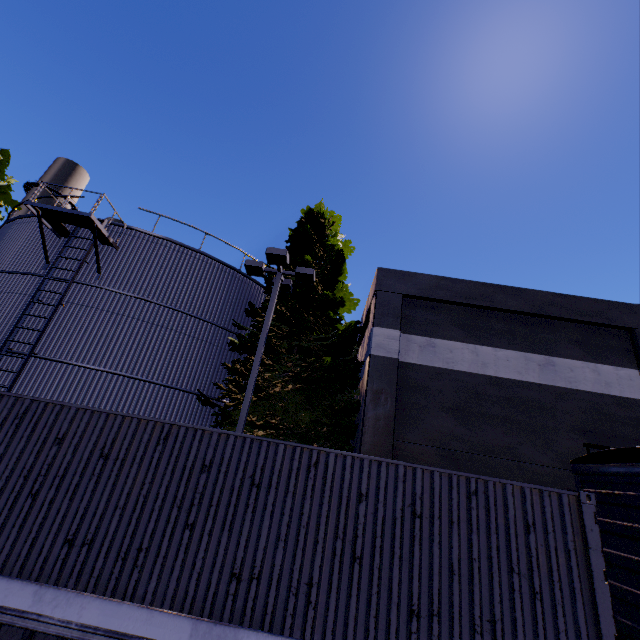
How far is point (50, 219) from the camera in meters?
12.4 m

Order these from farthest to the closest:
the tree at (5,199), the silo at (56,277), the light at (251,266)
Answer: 1. the tree at (5,199)
2. the silo at (56,277)
3. the light at (251,266)

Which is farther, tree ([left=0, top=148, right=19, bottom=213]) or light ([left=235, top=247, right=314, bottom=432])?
tree ([left=0, top=148, right=19, bottom=213])

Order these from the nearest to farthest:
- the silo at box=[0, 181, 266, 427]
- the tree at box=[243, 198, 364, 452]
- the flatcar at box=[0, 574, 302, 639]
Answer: the flatcar at box=[0, 574, 302, 639] < the tree at box=[243, 198, 364, 452] < the silo at box=[0, 181, 266, 427]

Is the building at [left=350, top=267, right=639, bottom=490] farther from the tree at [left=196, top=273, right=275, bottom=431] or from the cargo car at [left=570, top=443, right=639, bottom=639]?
the cargo car at [left=570, top=443, right=639, bottom=639]

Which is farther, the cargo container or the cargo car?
the cargo car

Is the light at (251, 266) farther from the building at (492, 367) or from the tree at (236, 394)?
the building at (492, 367)

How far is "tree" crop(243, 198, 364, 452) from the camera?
10.95m
